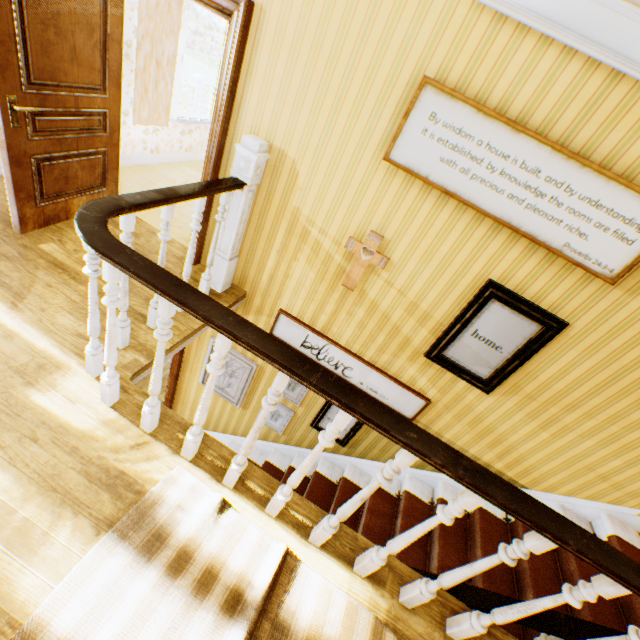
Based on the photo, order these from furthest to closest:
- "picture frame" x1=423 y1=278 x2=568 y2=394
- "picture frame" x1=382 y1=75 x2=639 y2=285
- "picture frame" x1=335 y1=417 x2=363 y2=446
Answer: "picture frame" x1=335 y1=417 x2=363 y2=446 < "picture frame" x1=423 y1=278 x2=568 y2=394 < "picture frame" x1=382 y1=75 x2=639 y2=285

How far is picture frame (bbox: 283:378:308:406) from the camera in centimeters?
421cm

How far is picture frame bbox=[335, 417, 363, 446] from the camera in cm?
413

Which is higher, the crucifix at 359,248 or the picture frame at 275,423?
the crucifix at 359,248

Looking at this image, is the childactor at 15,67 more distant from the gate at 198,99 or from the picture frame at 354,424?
the gate at 198,99

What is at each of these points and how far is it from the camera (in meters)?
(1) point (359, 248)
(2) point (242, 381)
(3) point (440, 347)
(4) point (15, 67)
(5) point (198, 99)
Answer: (1) crucifix, 3.04
(2) picture frame, 4.54
(3) picture frame, 3.18
(4) childactor, 2.41
(5) gate, 24.02

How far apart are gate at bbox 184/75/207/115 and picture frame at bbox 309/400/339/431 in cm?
2785

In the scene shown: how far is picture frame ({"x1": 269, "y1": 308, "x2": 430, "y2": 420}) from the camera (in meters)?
3.63
